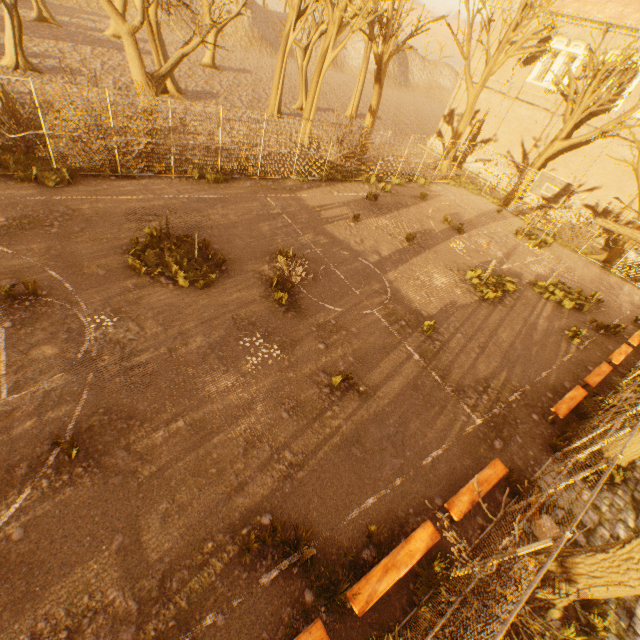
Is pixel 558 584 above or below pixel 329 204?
above

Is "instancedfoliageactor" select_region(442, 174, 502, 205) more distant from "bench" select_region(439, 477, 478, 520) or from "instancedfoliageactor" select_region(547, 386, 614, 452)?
"bench" select_region(439, 477, 478, 520)

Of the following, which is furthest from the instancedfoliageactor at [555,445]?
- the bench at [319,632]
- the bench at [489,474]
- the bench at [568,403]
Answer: the bench at [319,632]

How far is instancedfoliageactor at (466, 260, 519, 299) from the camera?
13.3 meters

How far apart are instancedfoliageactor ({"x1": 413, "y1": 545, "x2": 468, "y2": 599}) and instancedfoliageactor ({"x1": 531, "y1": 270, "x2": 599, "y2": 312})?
13.16m

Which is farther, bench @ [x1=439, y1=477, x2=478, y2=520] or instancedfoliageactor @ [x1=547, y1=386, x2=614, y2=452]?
instancedfoliageactor @ [x1=547, y1=386, x2=614, y2=452]

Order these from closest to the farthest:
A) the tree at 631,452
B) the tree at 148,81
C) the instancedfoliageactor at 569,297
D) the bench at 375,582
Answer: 1. the bench at 375,582
2. the tree at 631,452
3. the tree at 148,81
4. the instancedfoliageactor at 569,297

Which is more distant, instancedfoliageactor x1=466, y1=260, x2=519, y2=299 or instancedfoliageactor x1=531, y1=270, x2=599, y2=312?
instancedfoliageactor x1=531, y1=270, x2=599, y2=312
